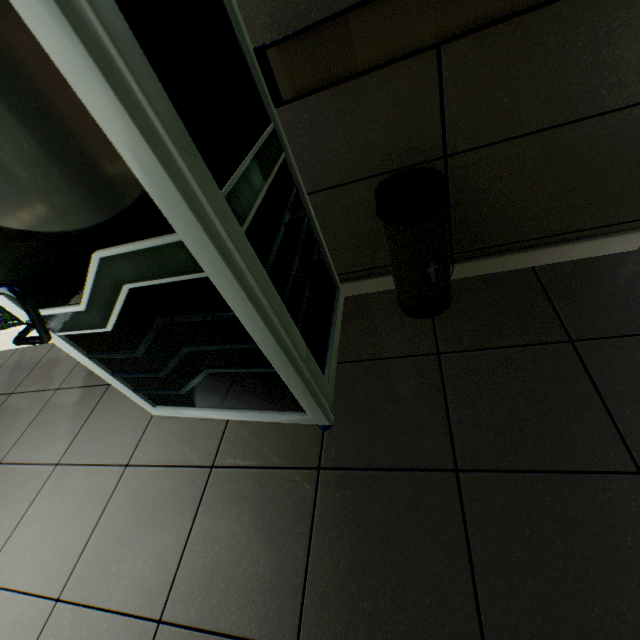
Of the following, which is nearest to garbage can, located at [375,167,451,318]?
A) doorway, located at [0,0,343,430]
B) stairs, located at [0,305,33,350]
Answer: doorway, located at [0,0,343,430]

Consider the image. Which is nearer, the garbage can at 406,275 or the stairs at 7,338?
the garbage can at 406,275

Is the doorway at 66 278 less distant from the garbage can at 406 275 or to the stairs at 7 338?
the garbage can at 406 275

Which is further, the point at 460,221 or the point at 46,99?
the point at 460,221

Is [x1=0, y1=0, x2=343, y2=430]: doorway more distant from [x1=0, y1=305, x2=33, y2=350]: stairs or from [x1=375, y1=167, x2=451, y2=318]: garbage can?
[x1=0, y1=305, x2=33, y2=350]: stairs
